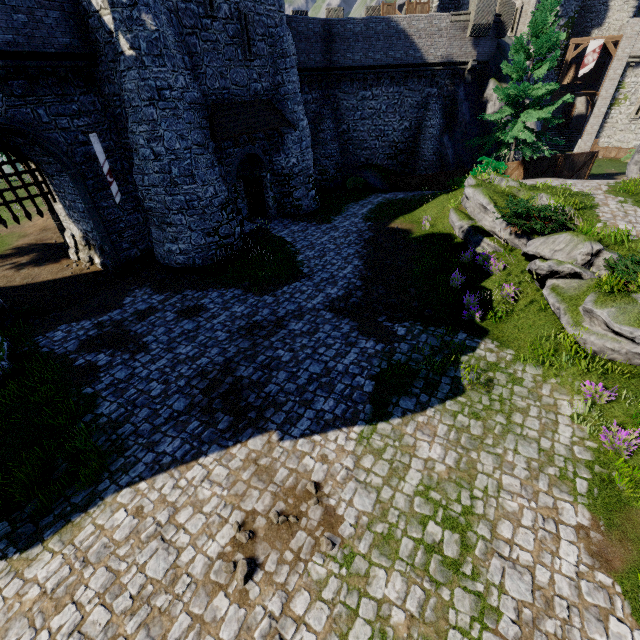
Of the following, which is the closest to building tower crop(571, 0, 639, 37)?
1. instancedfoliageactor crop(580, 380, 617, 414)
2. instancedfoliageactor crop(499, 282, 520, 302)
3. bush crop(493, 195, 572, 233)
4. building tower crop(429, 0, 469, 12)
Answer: building tower crop(429, 0, 469, 12)

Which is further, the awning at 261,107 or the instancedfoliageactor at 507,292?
the awning at 261,107

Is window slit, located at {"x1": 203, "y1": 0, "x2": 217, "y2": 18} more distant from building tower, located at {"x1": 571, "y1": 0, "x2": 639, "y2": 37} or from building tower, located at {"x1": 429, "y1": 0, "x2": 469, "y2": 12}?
building tower, located at {"x1": 571, "y1": 0, "x2": 639, "y2": 37}

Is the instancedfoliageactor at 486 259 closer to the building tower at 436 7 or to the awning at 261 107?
the awning at 261 107

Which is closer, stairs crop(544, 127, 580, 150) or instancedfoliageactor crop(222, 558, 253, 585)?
instancedfoliageactor crop(222, 558, 253, 585)

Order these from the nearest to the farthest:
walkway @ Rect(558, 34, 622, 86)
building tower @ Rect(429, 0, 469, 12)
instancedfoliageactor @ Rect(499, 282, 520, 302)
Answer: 1. instancedfoliageactor @ Rect(499, 282, 520, 302)
2. building tower @ Rect(429, 0, 469, 12)
3. walkway @ Rect(558, 34, 622, 86)

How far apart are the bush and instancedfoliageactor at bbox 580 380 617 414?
6.2 meters

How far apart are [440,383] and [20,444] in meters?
11.2
